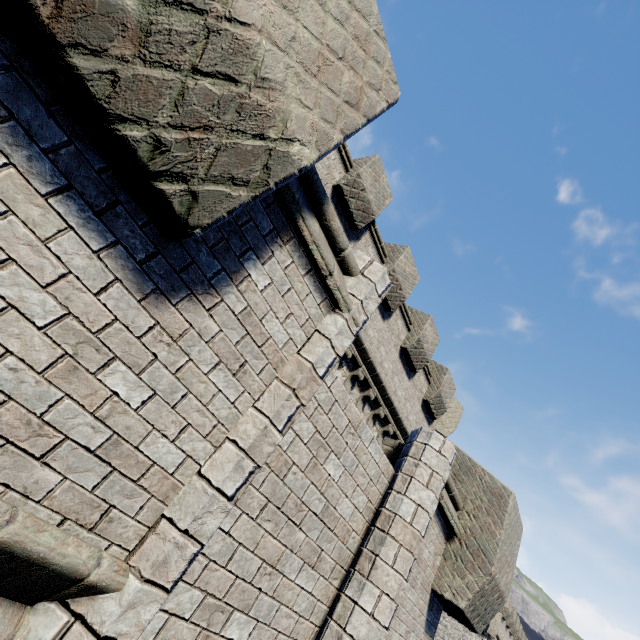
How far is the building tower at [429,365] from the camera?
8.68m

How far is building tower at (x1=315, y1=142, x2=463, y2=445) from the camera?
8.7 meters

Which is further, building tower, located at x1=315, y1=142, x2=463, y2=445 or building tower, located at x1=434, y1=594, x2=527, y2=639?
building tower, located at x1=434, y1=594, x2=527, y2=639

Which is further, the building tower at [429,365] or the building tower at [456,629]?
the building tower at [456,629]

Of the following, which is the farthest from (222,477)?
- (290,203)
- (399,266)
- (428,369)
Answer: (428,369)
